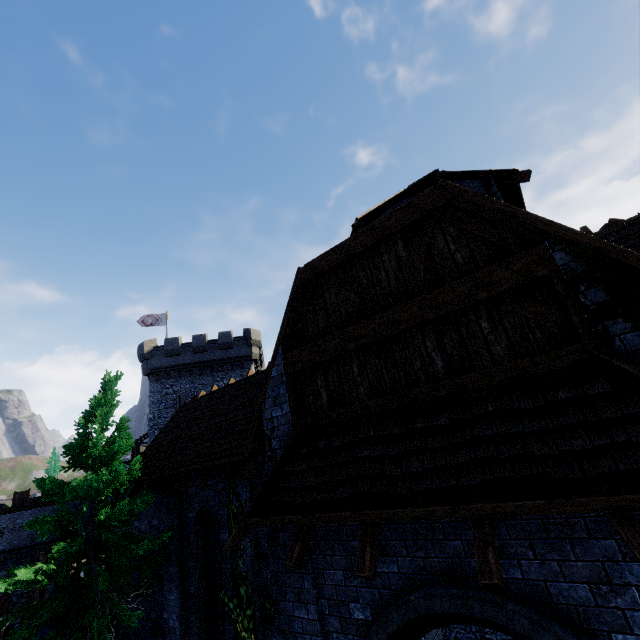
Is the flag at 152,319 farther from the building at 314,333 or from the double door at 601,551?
the double door at 601,551

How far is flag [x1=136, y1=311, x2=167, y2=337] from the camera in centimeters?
3388cm

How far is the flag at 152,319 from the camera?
33.9 meters

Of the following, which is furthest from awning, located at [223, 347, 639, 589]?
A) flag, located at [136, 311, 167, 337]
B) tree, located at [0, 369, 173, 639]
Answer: flag, located at [136, 311, 167, 337]

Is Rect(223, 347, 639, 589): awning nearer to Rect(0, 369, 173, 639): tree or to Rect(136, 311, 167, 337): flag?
Rect(0, 369, 173, 639): tree

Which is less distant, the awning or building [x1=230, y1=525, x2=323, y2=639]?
the awning

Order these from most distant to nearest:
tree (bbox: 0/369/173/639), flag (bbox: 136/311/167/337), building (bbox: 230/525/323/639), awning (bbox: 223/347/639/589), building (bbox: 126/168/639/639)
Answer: flag (bbox: 136/311/167/337)
tree (bbox: 0/369/173/639)
building (bbox: 230/525/323/639)
building (bbox: 126/168/639/639)
awning (bbox: 223/347/639/589)

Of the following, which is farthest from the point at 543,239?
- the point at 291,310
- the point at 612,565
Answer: the point at 291,310
